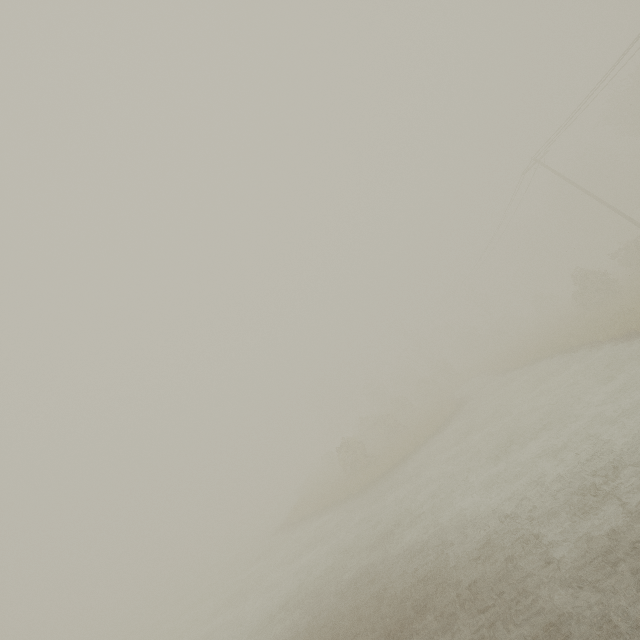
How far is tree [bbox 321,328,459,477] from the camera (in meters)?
24.72

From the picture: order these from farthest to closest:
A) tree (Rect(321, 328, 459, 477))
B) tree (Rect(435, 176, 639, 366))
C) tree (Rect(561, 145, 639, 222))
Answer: tree (Rect(561, 145, 639, 222)) < tree (Rect(321, 328, 459, 477)) < tree (Rect(435, 176, 639, 366))

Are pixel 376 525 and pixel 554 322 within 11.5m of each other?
no

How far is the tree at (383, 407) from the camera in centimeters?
2472cm

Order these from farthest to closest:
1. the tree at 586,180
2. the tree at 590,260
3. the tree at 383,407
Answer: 1. the tree at 586,180
2. the tree at 383,407
3. the tree at 590,260

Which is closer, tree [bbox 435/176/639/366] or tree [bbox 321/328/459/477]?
tree [bbox 435/176/639/366]
